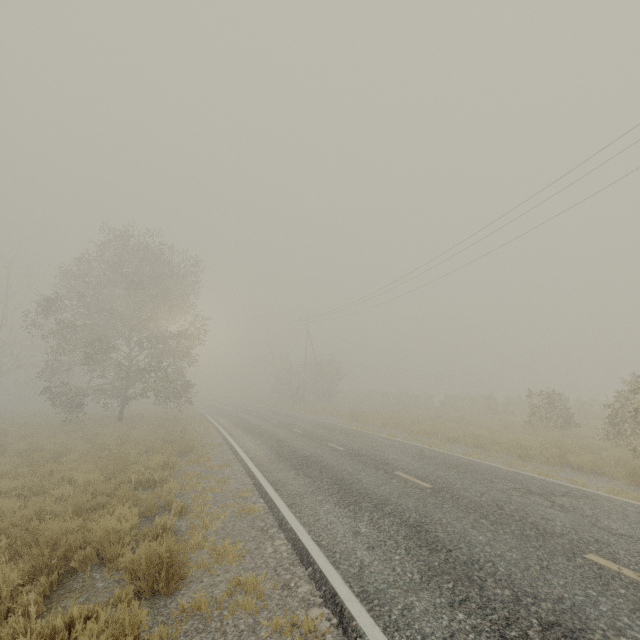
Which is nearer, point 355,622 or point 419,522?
point 355,622
